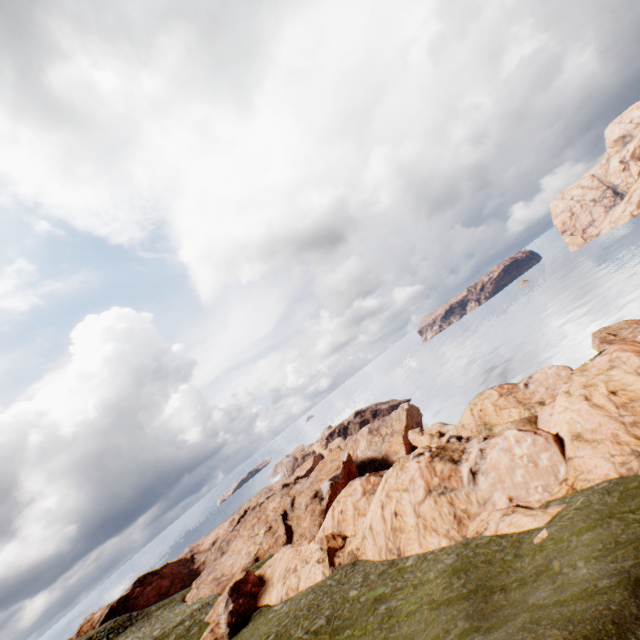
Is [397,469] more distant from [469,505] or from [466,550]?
[466,550]
